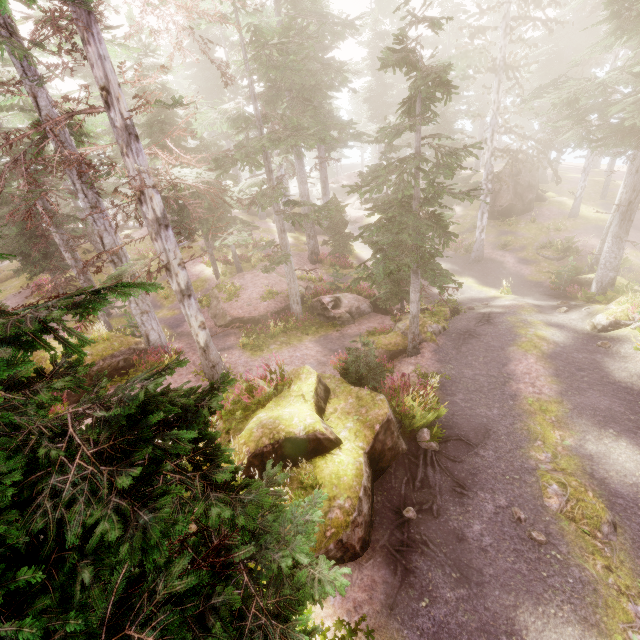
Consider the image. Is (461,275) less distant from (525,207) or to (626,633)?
(525,207)

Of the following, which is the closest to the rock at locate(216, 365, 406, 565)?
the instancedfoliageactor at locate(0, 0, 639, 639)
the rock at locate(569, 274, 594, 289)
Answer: the instancedfoliageactor at locate(0, 0, 639, 639)

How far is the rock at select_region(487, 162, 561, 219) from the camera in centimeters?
2927cm

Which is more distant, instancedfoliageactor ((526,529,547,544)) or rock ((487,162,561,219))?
rock ((487,162,561,219))

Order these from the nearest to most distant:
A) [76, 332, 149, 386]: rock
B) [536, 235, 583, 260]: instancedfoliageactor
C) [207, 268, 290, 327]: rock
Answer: [76, 332, 149, 386]: rock, [207, 268, 290, 327]: rock, [536, 235, 583, 260]: instancedfoliageactor

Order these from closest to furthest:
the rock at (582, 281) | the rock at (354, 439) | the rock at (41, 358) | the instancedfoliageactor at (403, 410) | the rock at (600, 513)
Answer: the rock at (354, 439) < the rock at (600, 513) < the instancedfoliageactor at (403, 410) < the rock at (41, 358) < the rock at (582, 281)

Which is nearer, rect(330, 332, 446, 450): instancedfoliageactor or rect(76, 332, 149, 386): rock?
rect(330, 332, 446, 450): instancedfoliageactor

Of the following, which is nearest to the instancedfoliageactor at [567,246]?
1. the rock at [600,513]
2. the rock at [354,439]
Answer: the rock at [354,439]
